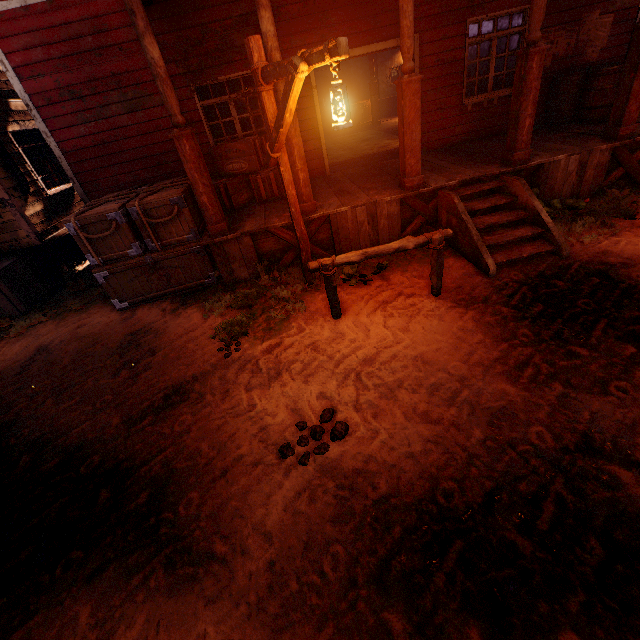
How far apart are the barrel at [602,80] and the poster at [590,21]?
0.2 meters

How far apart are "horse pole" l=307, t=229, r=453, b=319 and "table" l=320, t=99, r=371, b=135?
13.54m

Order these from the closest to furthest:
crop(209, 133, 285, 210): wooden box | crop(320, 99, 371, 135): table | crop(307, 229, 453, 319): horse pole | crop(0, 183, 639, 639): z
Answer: crop(0, 183, 639, 639): z → crop(307, 229, 453, 319): horse pole → crop(209, 133, 285, 210): wooden box → crop(320, 99, 371, 135): table

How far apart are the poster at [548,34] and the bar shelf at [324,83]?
11.4 meters

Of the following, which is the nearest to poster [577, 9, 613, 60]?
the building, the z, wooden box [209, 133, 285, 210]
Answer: the building

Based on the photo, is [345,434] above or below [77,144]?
below

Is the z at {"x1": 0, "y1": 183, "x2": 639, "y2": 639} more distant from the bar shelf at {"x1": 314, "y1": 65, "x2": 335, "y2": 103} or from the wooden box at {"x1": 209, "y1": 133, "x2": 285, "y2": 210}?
the bar shelf at {"x1": 314, "y1": 65, "x2": 335, "y2": 103}

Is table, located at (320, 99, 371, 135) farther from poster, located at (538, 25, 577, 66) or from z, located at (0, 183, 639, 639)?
poster, located at (538, 25, 577, 66)
